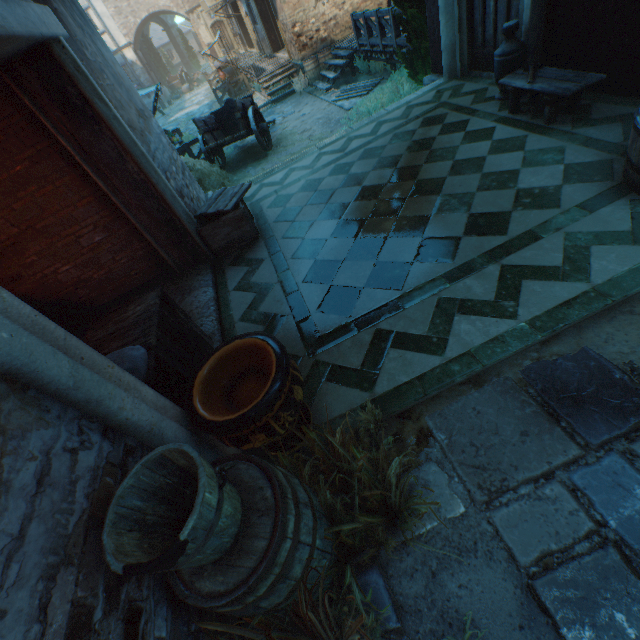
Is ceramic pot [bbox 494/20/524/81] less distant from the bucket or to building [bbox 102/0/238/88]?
the bucket

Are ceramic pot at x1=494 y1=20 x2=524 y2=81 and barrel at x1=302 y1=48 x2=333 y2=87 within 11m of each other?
no

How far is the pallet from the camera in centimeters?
1137cm

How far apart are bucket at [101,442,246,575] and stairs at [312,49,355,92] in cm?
1523

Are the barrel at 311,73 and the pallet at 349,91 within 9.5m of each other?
yes

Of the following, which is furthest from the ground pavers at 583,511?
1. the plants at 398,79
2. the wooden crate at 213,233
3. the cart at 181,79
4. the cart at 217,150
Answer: the cart at 181,79

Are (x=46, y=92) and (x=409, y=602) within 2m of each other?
no

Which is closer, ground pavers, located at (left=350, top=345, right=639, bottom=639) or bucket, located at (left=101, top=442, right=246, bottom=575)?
bucket, located at (left=101, top=442, right=246, bottom=575)
